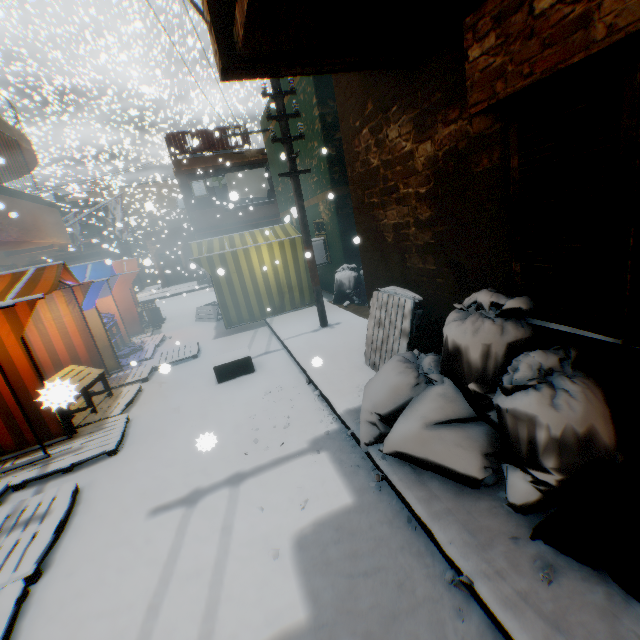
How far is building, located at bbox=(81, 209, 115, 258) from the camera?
20.3 meters

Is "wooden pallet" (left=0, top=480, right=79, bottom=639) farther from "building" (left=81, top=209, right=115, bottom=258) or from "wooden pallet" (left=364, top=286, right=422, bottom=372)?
"wooden pallet" (left=364, top=286, right=422, bottom=372)

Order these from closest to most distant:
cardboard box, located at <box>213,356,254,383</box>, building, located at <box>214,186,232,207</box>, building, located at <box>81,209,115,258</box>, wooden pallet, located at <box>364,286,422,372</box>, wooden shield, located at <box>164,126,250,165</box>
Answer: wooden pallet, located at <box>364,286,422,372</box>, cardboard box, located at <box>213,356,254,383</box>, building, located at <box>214,186,232,207</box>, wooden shield, located at <box>164,126,250,165</box>, building, located at <box>81,209,115,258</box>

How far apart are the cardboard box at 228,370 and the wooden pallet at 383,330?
1.80m

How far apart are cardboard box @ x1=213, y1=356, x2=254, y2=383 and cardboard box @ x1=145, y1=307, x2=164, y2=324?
3.6 meters

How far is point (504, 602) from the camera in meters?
1.9 m

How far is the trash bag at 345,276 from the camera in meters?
8.6 m

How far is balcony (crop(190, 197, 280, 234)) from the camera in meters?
17.8 m
